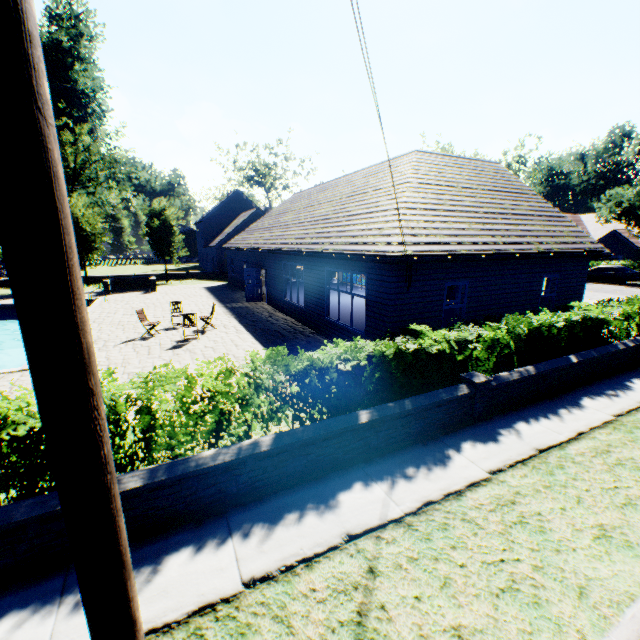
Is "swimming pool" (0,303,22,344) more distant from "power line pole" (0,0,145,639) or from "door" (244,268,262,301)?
"power line pole" (0,0,145,639)

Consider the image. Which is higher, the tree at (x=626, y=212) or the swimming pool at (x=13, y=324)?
the tree at (x=626, y=212)

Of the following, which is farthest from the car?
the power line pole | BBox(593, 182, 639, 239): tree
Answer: the power line pole

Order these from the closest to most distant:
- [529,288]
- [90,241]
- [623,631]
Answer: [623,631], [529,288], [90,241]

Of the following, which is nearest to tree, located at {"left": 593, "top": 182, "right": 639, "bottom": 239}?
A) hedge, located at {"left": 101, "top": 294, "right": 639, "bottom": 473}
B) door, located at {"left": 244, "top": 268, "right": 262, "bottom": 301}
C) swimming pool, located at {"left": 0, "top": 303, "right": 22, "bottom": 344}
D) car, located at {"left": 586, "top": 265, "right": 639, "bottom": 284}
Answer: swimming pool, located at {"left": 0, "top": 303, "right": 22, "bottom": 344}

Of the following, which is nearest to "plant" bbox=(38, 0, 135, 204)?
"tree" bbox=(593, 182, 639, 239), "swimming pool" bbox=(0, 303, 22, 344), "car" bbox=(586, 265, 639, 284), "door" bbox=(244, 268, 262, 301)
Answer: "tree" bbox=(593, 182, 639, 239)

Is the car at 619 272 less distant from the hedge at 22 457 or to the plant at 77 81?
the hedge at 22 457

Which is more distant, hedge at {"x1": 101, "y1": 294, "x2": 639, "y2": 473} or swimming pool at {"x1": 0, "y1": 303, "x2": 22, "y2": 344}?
swimming pool at {"x1": 0, "y1": 303, "x2": 22, "y2": 344}
